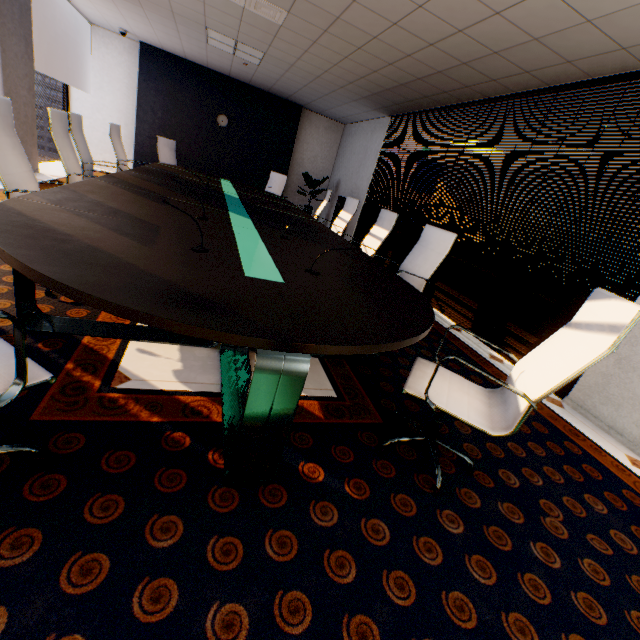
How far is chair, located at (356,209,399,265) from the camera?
4.11m

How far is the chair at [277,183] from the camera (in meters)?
7.78

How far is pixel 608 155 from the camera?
3.1 meters

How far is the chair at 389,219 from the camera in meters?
4.1

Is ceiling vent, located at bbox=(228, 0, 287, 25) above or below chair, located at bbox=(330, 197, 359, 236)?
above

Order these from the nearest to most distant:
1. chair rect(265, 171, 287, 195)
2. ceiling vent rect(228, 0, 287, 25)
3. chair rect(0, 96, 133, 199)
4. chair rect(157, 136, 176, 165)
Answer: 1. chair rect(0, 96, 133, 199)
2. ceiling vent rect(228, 0, 287, 25)
3. chair rect(157, 136, 176, 165)
4. chair rect(265, 171, 287, 195)

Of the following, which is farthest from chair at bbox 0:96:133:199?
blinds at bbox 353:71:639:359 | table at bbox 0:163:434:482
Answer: blinds at bbox 353:71:639:359

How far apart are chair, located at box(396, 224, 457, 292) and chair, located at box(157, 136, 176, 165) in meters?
5.4
